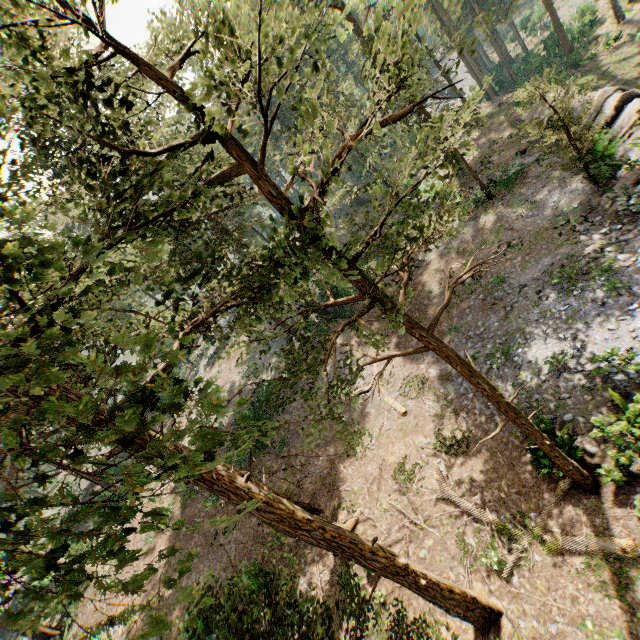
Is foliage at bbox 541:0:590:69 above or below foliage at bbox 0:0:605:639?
below

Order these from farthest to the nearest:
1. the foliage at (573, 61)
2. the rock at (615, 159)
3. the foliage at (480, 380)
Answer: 1. the foliage at (573, 61)
2. the rock at (615, 159)
3. the foliage at (480, 380)

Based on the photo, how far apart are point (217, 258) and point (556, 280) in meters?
16.3

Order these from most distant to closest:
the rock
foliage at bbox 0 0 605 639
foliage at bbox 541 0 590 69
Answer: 1. foliage at bbox 541 0 590 69
2. the rock
3. foliage at bbox 0 0 605 639

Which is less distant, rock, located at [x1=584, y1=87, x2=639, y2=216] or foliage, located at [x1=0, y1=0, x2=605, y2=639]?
foliage, located at [x1=0, y1=0, x2=605, y2=639]

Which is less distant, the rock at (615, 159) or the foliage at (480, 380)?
the foliage at (480, 380)

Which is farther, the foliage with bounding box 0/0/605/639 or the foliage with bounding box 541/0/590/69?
the foliage with bounding box 541/0/590/69
